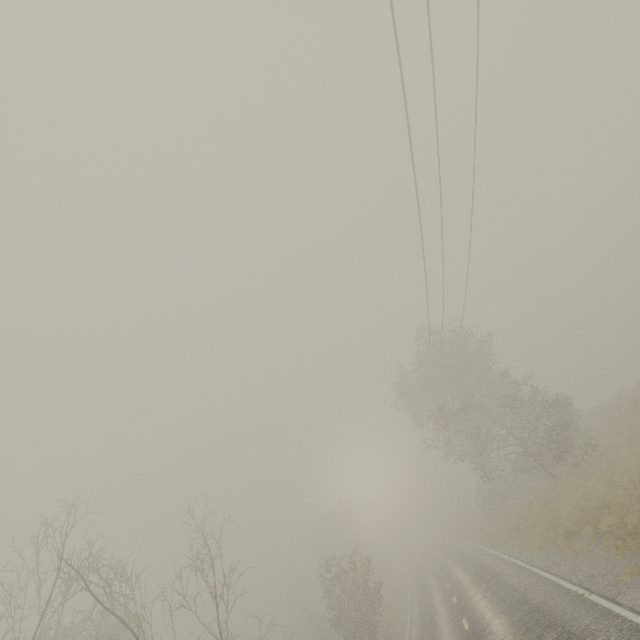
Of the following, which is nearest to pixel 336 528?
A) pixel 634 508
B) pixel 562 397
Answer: pixel 562 397
